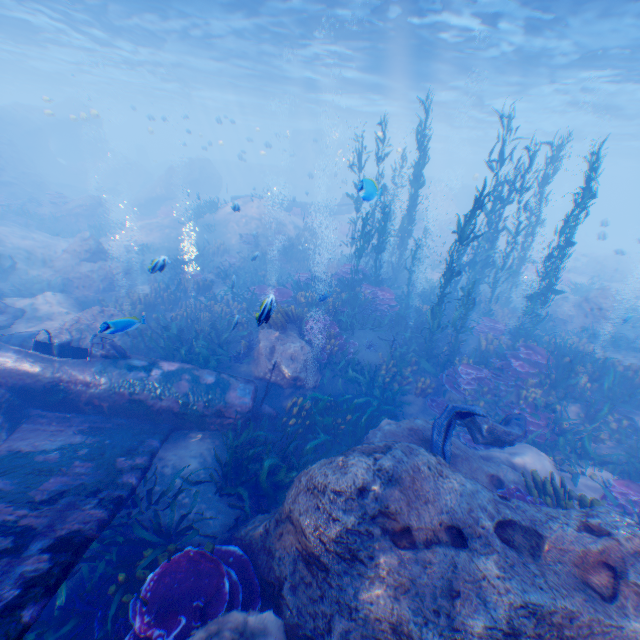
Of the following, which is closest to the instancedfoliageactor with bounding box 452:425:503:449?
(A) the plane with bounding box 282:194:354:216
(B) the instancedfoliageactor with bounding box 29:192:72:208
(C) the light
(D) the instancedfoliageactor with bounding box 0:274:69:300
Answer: (C) the light

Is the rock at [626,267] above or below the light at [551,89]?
below

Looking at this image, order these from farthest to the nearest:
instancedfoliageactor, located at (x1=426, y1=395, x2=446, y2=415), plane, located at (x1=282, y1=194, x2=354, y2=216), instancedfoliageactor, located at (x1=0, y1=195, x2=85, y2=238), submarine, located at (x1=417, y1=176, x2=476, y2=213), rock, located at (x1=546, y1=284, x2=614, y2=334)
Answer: submarine, located at (x1=417, y1=176, x2=476, y2=213)
plane, located at (x1=282, y1=194, x2=354, y2=216)
instancedfoliageactor, located at (x1=0, y1=195, x2=85, y2=238)
rock, located at (x1=546, y1=284, x2=614, y2=334)
instancedfoliageactor, located at (x1=426, y1=395, x2=446, y2=415)

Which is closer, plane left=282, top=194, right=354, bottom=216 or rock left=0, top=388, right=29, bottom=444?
rock left=0, top=388, right=29, bottom=444

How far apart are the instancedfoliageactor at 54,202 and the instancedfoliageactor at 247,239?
12.1 meters

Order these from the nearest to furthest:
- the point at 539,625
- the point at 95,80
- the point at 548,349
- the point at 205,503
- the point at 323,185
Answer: the point at 539,625 < the point at 205,503 < the point at 548,349 < the point at 95,80 < the point at 323,185

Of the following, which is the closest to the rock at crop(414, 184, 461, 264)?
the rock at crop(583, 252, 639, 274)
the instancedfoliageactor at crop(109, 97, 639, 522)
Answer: the instancedfoliageactor at crop(109, 97, 639, 522)

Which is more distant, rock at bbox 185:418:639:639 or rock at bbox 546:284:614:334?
rock at bbox 546:284:614:334
